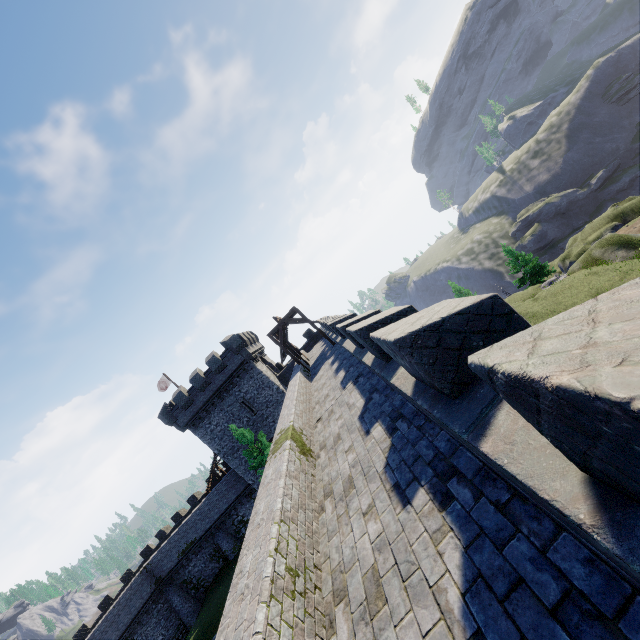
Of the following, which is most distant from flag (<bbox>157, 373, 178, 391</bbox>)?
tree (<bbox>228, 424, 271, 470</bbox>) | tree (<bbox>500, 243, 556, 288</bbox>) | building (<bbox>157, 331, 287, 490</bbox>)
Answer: tree (<bbox>500, 243, 556, 288</bbox>)

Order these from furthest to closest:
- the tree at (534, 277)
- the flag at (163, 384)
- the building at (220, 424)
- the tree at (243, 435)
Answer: the tree at (534, 277)
the flag at (163, 384)
the building at (220, 424)
the tree at (243, 435)

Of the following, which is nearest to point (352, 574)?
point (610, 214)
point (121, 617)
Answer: point (121, 617)

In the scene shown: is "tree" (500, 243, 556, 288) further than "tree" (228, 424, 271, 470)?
Yes

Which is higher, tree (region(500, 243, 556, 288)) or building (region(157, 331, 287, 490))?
building (region(157, 331, 287, 490))

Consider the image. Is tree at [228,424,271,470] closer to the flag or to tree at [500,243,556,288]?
the flag

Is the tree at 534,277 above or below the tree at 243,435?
below

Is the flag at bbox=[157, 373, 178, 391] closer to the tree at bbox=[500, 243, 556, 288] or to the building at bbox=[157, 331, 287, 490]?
the building at bbox=[157, 331, 287, 490]
